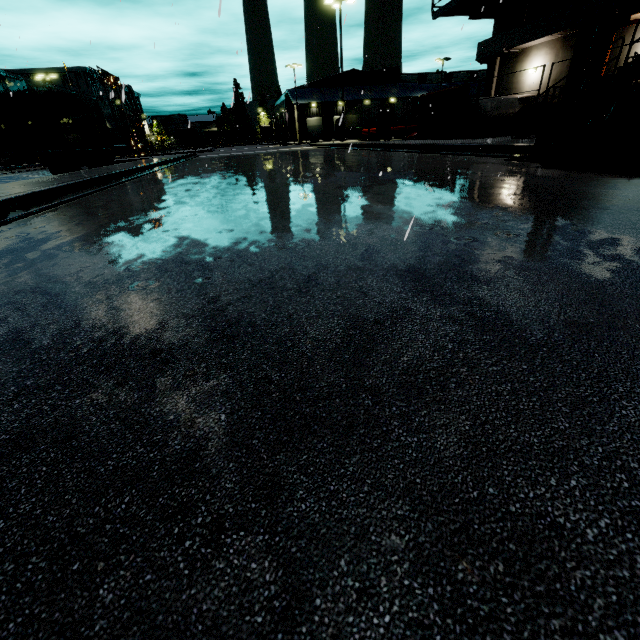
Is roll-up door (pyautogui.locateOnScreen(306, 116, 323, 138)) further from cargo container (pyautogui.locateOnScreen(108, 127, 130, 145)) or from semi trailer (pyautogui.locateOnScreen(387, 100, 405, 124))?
cargo container (pyautogui.locateOnScreen(108, 127, 130, 145))

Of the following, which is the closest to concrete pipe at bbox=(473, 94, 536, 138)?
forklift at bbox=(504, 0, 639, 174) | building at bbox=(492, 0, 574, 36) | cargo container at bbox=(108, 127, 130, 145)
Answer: building at bbox=(492, 0, 574, 36)

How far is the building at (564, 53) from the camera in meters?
17.8

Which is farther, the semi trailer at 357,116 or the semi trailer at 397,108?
the semi trailer at 397,108

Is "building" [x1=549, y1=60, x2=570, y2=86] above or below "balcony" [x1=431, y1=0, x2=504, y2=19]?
below

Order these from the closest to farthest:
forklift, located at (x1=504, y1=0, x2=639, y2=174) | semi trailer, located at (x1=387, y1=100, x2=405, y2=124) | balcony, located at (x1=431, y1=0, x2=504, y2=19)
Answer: forklift, located at (x1=504, y1=0, x2=639, y2=174) < balcony, located at (x1=431, y1=0, x2=504, y2=19) < semi trailer, located at (x1=387, y1=100, x2=405, y2=124)

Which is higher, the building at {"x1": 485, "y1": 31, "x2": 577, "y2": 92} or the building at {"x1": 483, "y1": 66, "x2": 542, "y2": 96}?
the building at {"x1": 485, "y1": 31, "x2": 577, "y2": 92}

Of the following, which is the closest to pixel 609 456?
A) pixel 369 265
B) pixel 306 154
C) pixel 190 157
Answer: pixel 369 265
